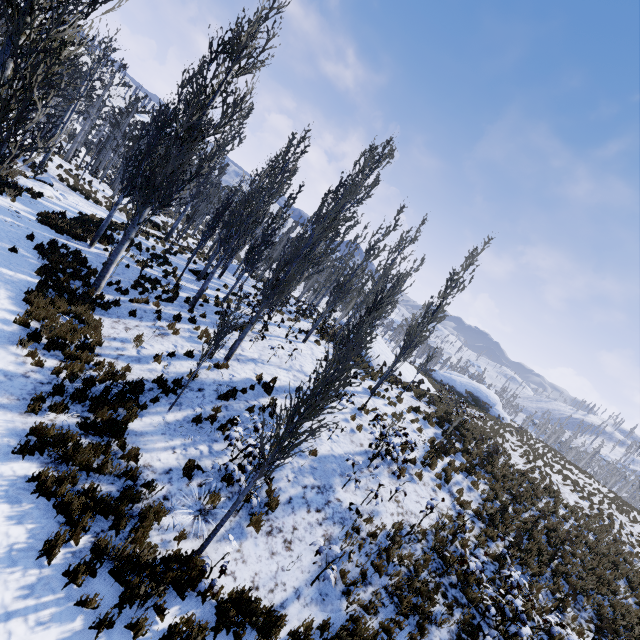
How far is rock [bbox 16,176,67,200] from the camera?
17.6m

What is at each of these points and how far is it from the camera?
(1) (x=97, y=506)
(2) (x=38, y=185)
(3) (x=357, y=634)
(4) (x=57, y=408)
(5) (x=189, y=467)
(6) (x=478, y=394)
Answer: (1) instancedfoliageactor, 5.68m
(2) rock, 18.31m
(3) instancedfoliageactor, 6.20m
(4) instancedfoliageactor, 6.83m
(5) instancedfoliageactor, 7.57m
(6) rock, 37.91m

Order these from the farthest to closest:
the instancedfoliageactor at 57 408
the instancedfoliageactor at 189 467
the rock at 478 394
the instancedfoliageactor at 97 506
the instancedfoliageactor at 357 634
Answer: the rock at 478 394
the instancedfoliageactor at 189 467
the instancedfoliageactor at 57 408
the instancedfoliageactor at 357 634
the instancedfoliageactor at 97 506

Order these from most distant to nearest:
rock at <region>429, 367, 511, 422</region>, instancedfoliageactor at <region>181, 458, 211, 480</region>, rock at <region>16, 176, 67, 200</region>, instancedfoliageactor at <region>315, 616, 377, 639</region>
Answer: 1. rock at <region>429, 367, 511, 422</region>
2. rock at <region>16, 176, 67, 200</region>
3. instancedfoliageactor at <region>181, 458, 211, 480</region>
4. instancedfoliageactor at <region>315, 616, 377, 639</region>

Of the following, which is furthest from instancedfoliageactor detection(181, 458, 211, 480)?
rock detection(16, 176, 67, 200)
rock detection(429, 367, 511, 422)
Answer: rock detection(429, 367, 511, 422)

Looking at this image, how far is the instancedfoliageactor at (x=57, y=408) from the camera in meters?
6.8

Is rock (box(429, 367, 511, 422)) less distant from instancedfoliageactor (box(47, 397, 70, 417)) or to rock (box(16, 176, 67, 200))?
instancedfoliageactor (box(47, 397, 70, 417))
